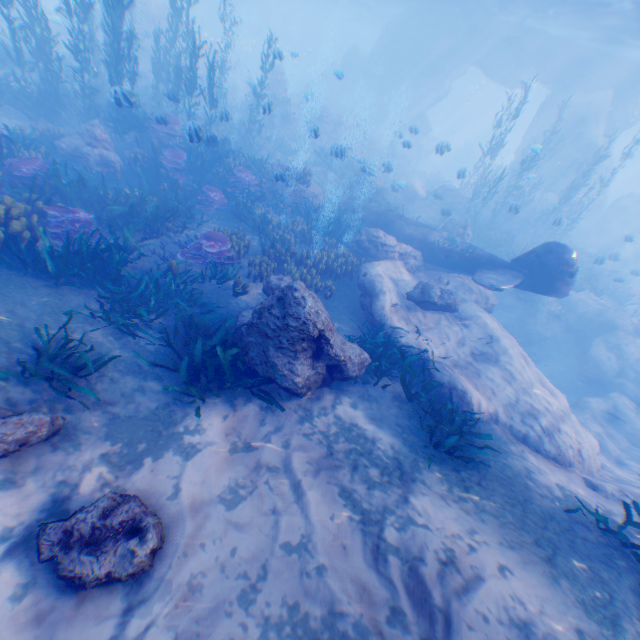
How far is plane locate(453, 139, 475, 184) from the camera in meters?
14.7 m

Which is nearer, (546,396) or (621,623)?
(621,623)

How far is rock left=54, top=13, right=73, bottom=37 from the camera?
17.34m

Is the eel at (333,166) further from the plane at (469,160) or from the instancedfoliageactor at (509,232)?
the plane at (469,160)

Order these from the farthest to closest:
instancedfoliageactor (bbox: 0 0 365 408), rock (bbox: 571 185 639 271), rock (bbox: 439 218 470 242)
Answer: rock (bbox: 571 185 639 271) < rock (bbox: 439 218 470 242) < instancedfoliageactor (bbox: 0 0 365 408)

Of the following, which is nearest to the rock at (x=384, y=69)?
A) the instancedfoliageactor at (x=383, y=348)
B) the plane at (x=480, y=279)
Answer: the plane at (x=480, y=279)

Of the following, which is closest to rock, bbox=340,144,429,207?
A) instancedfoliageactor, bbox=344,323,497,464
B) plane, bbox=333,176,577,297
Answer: plane, bbox=333,176,577,297

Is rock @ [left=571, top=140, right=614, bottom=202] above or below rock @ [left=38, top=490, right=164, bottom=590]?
above
